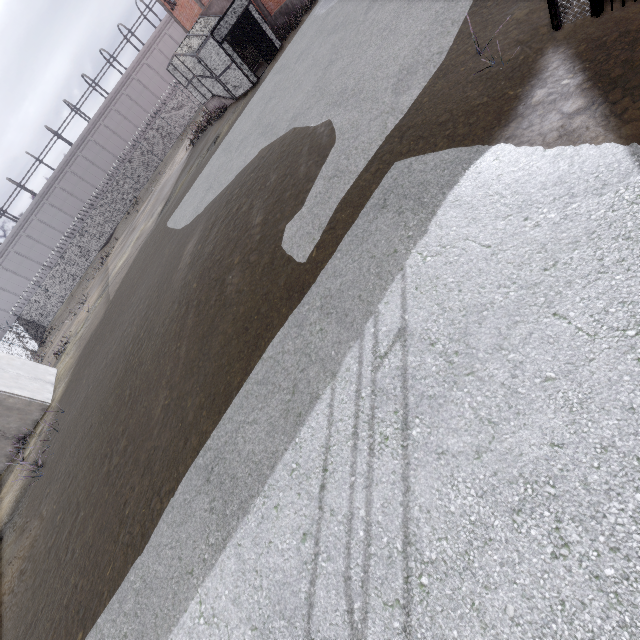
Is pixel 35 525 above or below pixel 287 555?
below

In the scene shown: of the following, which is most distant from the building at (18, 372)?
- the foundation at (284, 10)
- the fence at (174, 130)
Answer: the foundation at (284, 10)

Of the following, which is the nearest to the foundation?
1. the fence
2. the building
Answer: the fence

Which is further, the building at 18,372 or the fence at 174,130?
the fence at 174,130

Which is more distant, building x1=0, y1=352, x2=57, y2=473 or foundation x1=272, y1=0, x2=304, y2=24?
foundation x1=272, y1=0, x2=304, y2=24

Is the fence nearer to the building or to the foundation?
the building

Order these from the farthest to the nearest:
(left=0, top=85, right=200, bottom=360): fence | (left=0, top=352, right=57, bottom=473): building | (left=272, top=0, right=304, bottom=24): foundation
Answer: (left=0, top=85, right=200, bottom=360): fence < (left=272, top=0, right=304, bottom=24): foundation < (left=0, top=352, right=57, bottom=473): building
